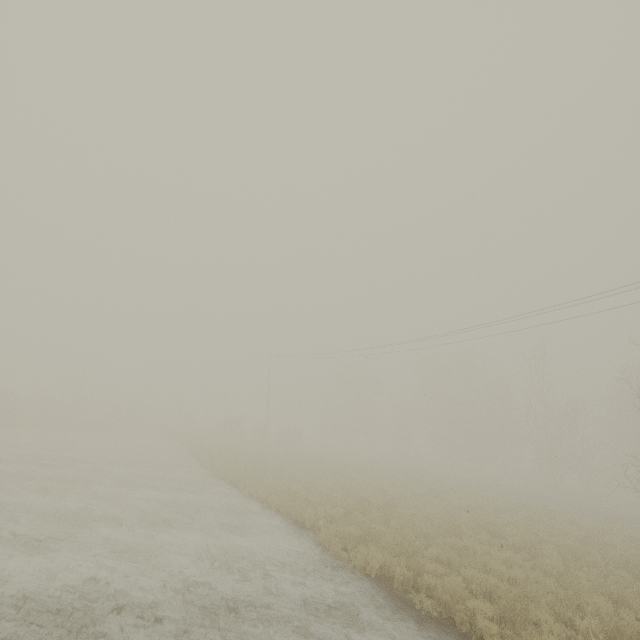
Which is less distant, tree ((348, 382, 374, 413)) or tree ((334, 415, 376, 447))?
tree ((334, 415, 376, 447))

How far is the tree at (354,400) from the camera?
57.28m

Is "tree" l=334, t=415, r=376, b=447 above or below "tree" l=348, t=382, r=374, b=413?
below

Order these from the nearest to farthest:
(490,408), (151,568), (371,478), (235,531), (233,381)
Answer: (151,568)
(235,531)
(371,478)
(490,408)
(233,381)

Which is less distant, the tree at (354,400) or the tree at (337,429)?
the tree at (337,429)

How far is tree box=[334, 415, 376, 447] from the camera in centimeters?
5600cm
